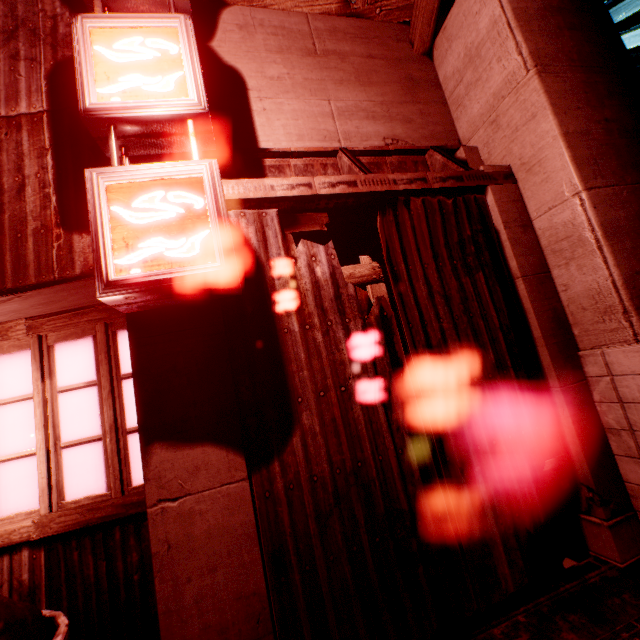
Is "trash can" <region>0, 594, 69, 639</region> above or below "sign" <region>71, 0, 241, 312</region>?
below

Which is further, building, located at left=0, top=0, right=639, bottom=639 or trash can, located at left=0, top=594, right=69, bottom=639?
building, located at left=0, top=0, right=639, bottom=639

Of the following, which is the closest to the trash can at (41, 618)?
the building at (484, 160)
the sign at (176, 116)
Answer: the building at (484, 160)

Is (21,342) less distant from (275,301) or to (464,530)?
(275,301)

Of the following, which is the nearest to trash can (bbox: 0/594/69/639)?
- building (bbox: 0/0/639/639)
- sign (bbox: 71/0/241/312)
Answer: building (bbox: 0/0/639/639)

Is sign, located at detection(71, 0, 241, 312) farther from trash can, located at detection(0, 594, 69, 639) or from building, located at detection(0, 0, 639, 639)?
trash can, located at detection(0, 594, 69, 639)

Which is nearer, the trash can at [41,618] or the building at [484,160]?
the trash can at [41,618]
